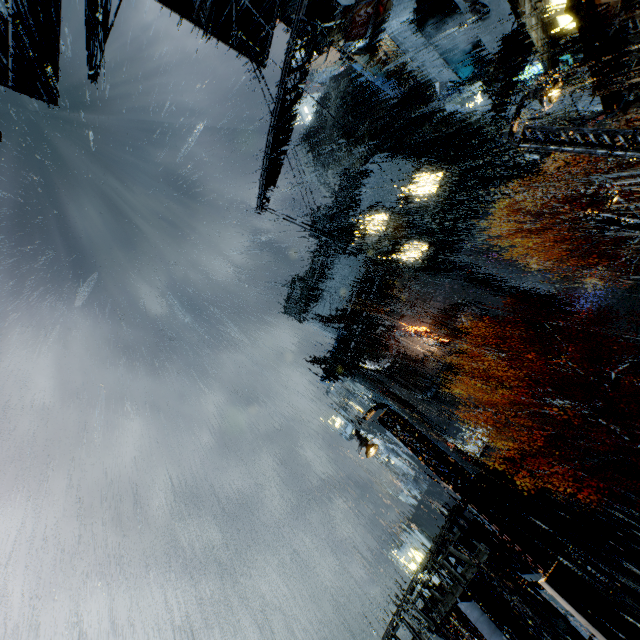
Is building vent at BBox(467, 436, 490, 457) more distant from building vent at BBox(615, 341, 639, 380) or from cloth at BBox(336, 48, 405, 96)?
cloth at BBox(336, 48, 405, 96)

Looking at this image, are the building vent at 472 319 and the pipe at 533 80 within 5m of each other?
no

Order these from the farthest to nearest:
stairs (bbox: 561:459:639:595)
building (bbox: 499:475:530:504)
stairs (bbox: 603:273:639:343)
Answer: stairs (bbox: 603:273:639:343)
building (bbox: 499:475:530:504)
stairs (bbox: 561:459:639:595)

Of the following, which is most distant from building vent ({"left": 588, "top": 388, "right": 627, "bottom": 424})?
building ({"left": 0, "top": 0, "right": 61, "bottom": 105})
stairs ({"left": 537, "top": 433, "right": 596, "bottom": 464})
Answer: building ({"left": 0, "top": 0, "right": 61, "bottom": 105})

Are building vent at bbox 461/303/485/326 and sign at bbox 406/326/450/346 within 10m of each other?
yes

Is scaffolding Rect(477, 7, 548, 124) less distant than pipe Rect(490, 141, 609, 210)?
Yes

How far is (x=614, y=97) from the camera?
11.3m

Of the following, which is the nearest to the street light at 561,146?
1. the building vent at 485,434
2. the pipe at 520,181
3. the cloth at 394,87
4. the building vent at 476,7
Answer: the building vent at 476,7
